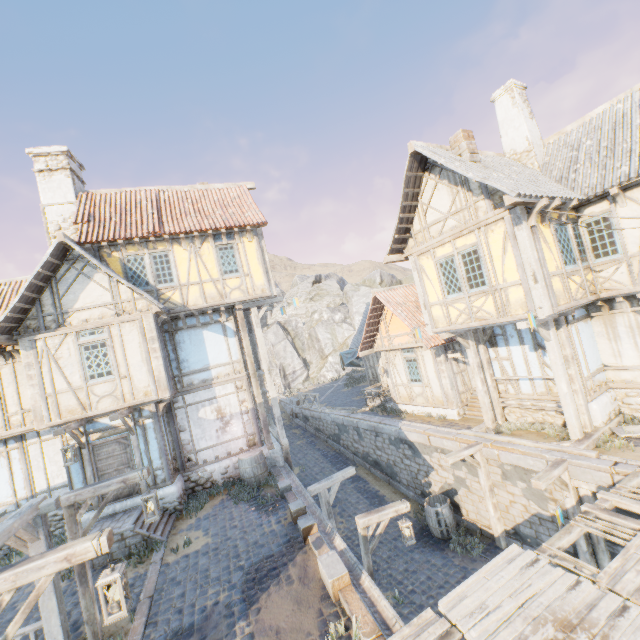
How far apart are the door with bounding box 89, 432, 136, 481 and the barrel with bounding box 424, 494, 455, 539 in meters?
10.1 m

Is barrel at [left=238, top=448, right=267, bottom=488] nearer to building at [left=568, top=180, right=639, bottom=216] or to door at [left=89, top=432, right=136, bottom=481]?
door at [left=89, top=432, right=136, bottom=481]

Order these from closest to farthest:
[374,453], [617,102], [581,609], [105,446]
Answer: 1. [581,609]
2. [617,102]
3. [105,446]
4. [374,453]

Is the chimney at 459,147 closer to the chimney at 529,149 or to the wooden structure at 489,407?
the chimney at 529,149

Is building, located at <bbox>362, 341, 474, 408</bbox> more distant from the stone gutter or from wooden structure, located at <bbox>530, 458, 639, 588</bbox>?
the stone gutter

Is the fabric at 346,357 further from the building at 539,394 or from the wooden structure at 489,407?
the wooden structure at 489,407

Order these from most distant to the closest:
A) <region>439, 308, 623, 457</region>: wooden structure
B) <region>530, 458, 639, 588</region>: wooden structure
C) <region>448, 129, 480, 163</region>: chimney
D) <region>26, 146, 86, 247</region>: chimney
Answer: <region>26, 146, 86, 247</region>: chimney, <region>448, 129, 480, 163</region>: chimney, <region>439, 308, 623, 457</region>: wooden structure, <region>530, 458, 639, 588</region>: wooden structure
